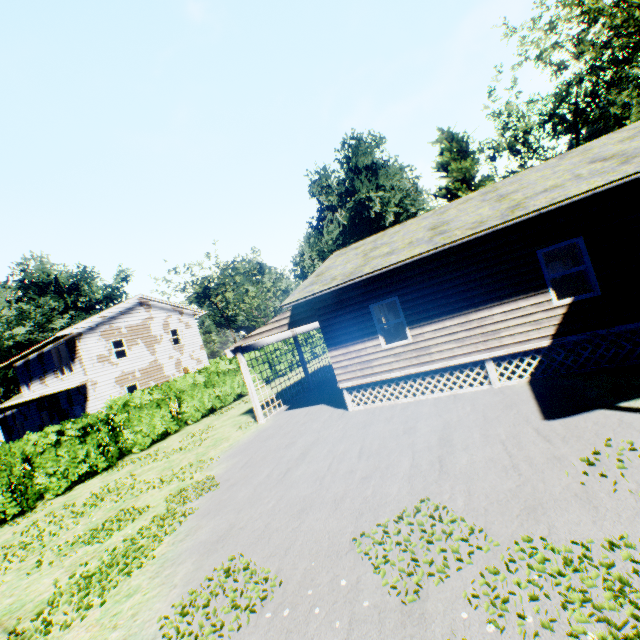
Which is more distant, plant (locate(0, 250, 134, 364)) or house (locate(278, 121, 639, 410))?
plant (locate(0, 250, 134, 364))

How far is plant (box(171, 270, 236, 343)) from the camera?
52.19m

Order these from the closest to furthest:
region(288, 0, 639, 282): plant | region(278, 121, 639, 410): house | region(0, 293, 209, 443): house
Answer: region(278, 121, 639, 410): house < region(0, 293, 209, 443): house < region(288, 0, 639, 282): plant

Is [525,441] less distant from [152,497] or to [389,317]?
[152,497]

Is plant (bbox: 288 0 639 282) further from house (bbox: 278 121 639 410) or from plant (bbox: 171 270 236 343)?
house (bbox: 278 121 639 410)

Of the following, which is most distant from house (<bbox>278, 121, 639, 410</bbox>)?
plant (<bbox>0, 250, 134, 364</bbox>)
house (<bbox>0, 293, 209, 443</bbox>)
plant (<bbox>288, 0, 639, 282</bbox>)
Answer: plant (<bbox>0, 250, 134, 364</bbox>)

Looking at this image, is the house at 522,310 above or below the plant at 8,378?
below

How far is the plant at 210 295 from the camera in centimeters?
5219cm
